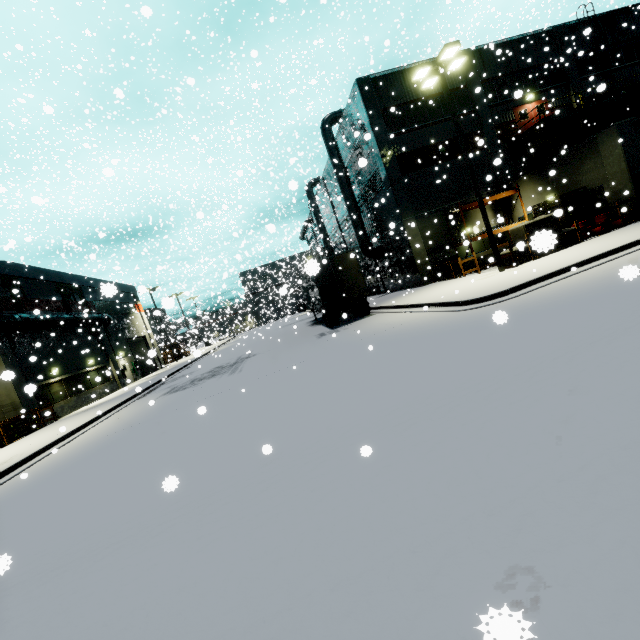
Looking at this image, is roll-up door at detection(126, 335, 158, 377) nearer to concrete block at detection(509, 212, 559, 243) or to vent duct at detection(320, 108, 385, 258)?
vent duct at detection(320, 108, 385, 258)

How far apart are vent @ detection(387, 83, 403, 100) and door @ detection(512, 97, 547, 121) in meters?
8.2 m

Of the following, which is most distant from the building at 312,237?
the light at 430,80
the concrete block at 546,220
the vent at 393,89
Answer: the light at 430,80

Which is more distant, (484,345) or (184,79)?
(184,79)

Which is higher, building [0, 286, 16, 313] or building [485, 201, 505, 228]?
building [0, 286, 16, 313]

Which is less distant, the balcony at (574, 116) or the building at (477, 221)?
the balcony at (574, 116)

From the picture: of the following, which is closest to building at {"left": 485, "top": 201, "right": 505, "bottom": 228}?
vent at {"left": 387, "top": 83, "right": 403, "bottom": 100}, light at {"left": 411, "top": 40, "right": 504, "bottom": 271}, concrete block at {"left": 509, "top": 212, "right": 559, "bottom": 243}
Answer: vent at {"left": 387, "top": 83, "right": 403, "bottom": 100}
